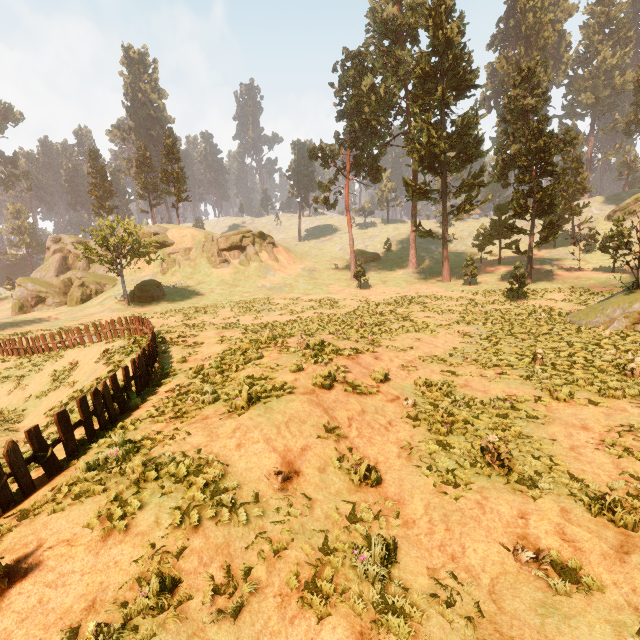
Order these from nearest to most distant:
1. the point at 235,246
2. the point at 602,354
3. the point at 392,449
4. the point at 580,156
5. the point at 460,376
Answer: the point at 392,449 < the point at 460,376 < the point at 602,354 < the point at 580,156 < the point at 235,246

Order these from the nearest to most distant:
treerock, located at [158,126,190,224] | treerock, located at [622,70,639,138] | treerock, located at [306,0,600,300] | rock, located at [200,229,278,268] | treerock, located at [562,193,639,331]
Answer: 1. treerock, located at [562,193,639,331]
2. treerock, located at [306,0,600,300]
3. rock, located at [200,229,278,268]
4. treerock, located at [622,70,639,138]
5. treerock, located at [158,126,190,224]

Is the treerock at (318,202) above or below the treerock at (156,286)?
above

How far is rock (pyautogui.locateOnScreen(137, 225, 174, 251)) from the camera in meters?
51.9 m

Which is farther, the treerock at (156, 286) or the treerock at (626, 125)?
the treerock at (626, 125)

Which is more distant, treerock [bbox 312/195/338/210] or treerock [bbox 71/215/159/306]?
treerock [bbox 312/195/338/210]

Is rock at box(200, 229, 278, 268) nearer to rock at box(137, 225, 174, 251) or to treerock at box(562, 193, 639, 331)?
rock at box(137, 225, 174, 251)

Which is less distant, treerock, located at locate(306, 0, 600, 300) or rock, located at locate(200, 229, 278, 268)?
treerock, located at locate(306, 0, 600, 300)
